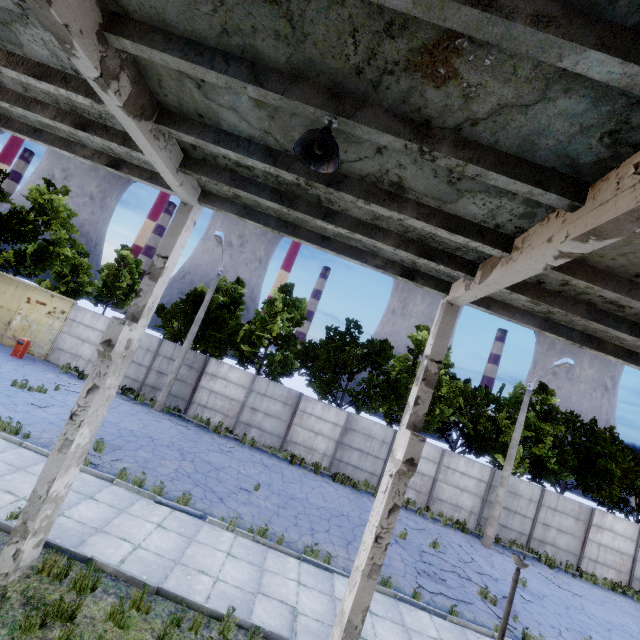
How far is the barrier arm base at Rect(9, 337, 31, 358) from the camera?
17.6m

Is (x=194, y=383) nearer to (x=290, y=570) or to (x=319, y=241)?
(x=290, y=570)

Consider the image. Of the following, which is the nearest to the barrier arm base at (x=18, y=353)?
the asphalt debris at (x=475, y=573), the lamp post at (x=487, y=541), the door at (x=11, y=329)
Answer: the door at (x=11, y=329)

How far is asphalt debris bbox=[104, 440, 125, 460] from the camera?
11.00m

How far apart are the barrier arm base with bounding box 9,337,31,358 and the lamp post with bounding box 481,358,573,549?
26.8m

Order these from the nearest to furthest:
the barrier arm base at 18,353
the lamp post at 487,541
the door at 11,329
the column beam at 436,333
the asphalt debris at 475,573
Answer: the column beam at 436,333 → the asphalt debris at 475,573 → the lamp post at 487,541 → the barrier arm base at 18,353 → the door at 11,329

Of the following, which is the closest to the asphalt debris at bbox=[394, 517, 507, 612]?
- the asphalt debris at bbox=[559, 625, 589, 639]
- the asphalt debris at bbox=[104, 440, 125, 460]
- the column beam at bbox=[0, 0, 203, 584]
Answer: the asphalt debris at bbox=[559, 625, 589, 639]

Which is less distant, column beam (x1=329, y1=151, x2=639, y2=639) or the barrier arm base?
column beam (x1=329, y1=151, x2=639, y2=639)
